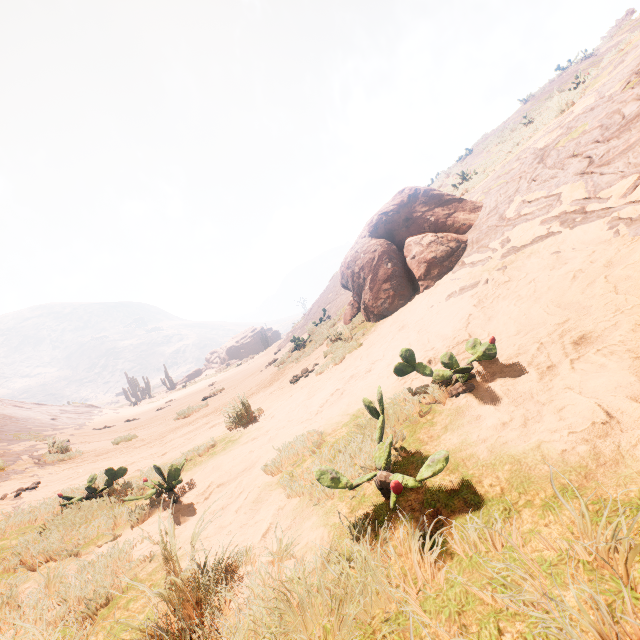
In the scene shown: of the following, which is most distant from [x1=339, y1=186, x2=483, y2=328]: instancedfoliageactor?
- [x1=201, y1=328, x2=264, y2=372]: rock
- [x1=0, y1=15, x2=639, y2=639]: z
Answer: [x1=201, y1=328, x2=264, y2=372]: rock

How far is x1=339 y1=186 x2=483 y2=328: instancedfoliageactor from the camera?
6.6m

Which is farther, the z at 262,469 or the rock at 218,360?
the rock at 218,360

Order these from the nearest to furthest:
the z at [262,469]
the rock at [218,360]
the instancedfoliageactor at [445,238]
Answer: the z at [262,469] < the instancedfoliageactor at [445,238] < the rock at [218,360]

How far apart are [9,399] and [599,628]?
29.7 meters

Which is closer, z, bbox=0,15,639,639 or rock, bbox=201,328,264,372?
z, bbox=0,15,639,639
